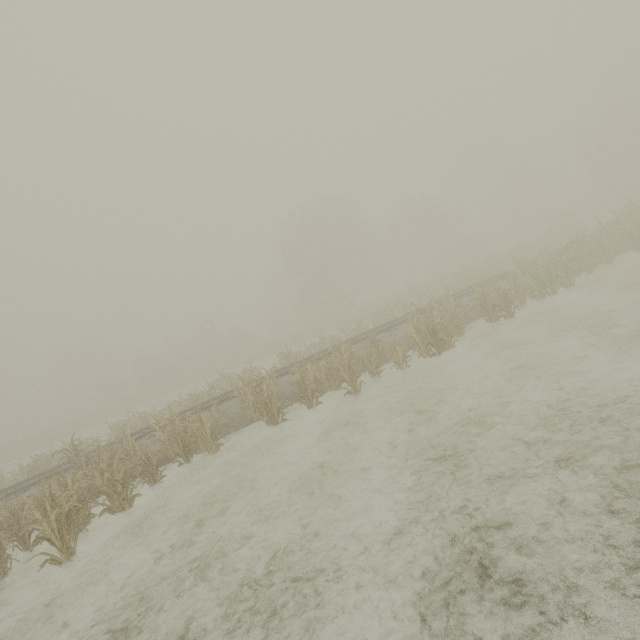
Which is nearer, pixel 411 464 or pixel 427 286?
pixel 411 464
